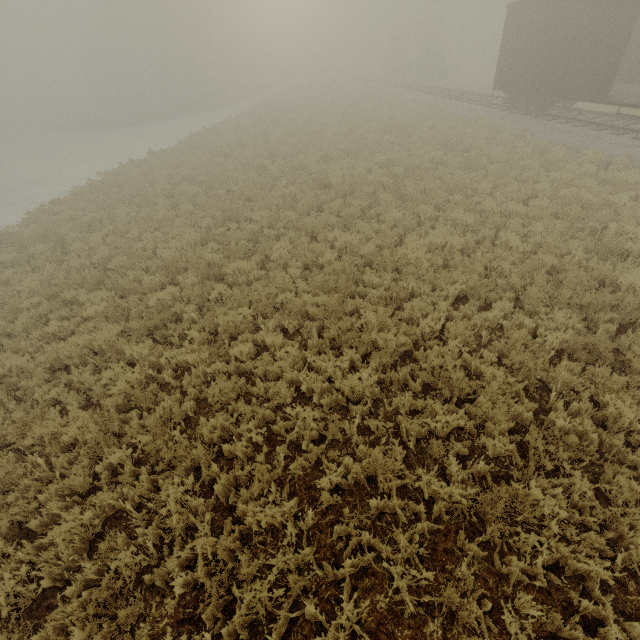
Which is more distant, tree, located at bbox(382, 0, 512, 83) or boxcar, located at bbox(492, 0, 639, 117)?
tree, located at bbox(382, 0, 512, 83)

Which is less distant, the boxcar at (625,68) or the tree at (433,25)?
the boxcar at (625,68)

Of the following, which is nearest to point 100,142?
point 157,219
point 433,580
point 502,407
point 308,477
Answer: point 157,219
